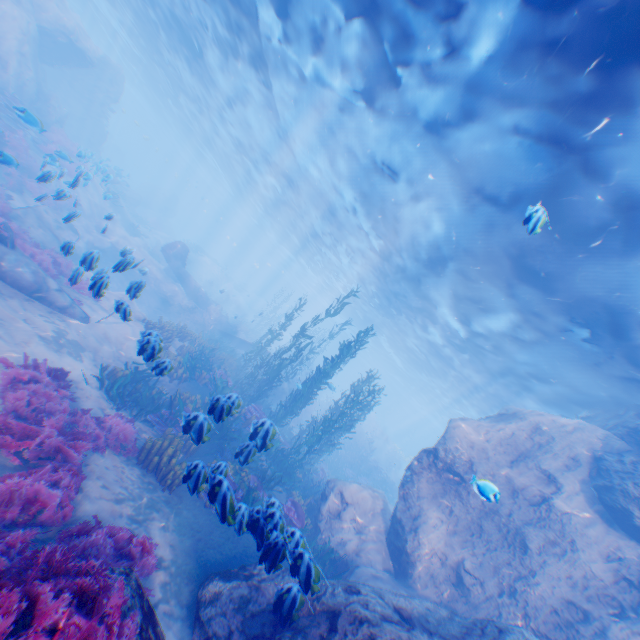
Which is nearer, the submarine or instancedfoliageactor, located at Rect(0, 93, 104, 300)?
instancedfoliageactor, located at Rect(0, 93, 104, 300)

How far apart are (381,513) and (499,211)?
10.90m

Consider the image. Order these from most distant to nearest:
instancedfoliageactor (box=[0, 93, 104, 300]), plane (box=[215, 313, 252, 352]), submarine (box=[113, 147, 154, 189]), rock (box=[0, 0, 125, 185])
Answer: submarine (box=[113, 147, 154, 189]) → plane (box=[215, 313, 252, 352]) → rock (box=[0, 0, 125, 185]) → instancedfoliageactor (box=[0, 93, 104, 300])

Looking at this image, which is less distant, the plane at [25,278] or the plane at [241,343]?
the plane at [25,278]

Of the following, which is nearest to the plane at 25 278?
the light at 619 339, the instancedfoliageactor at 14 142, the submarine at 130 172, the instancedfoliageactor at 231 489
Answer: the instancedfoliageactor at 231 489

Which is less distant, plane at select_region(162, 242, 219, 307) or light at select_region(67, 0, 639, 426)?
light at select_region(67, 0, 639, 426)

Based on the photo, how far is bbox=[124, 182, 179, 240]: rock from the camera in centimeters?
3600cm
